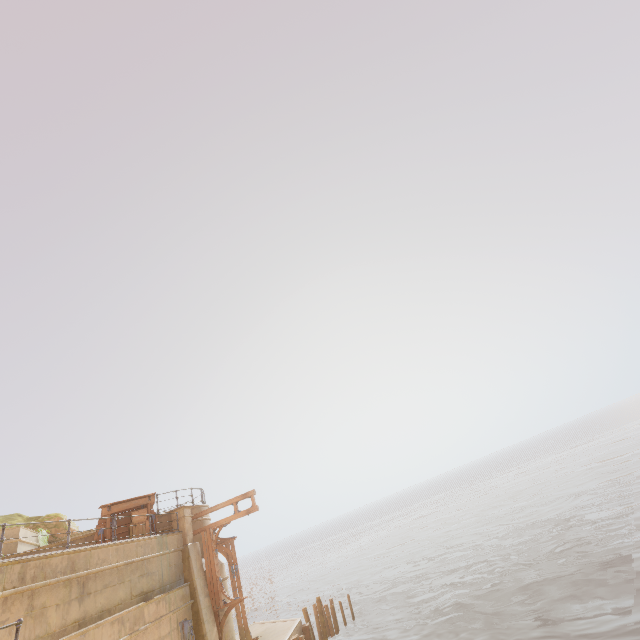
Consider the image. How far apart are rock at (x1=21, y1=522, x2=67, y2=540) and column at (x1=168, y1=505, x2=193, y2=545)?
7.3m

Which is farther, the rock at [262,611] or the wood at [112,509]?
the rock at [262,611]

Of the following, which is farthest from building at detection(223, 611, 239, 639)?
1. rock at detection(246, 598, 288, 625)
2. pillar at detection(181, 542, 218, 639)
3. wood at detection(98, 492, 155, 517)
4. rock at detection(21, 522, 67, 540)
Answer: rock at detection(246, 598, 288, 625)

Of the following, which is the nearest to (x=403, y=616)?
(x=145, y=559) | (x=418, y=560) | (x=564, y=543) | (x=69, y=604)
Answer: (x=564, y=543)

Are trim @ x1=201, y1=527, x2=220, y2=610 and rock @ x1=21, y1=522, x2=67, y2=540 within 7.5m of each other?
no

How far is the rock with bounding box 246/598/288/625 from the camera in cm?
3591

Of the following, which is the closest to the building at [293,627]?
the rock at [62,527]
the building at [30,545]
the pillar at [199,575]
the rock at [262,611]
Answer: the pillar at [199,575]

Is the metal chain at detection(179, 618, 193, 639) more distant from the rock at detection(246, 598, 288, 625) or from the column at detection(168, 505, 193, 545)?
the rock at detection(246, 598, 288, 625)
